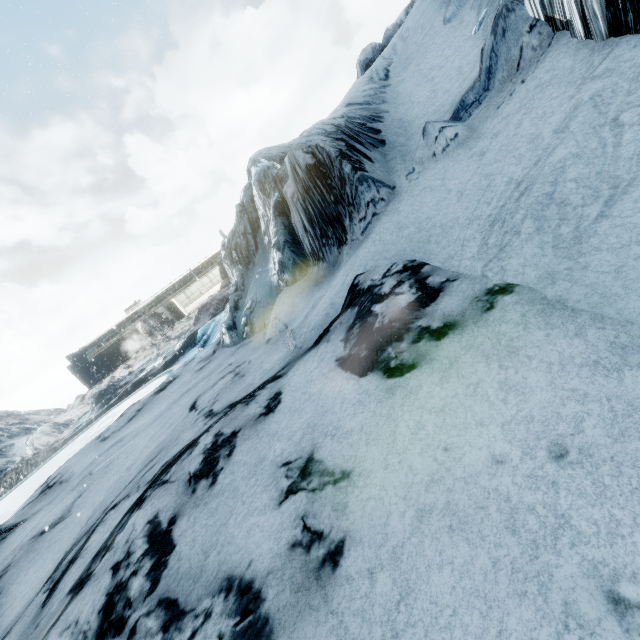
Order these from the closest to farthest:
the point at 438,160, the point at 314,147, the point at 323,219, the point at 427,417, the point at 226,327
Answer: the point at 427,417
the point at 438,160
the point at 314,147
the point at 323,219
the point at 226,327
